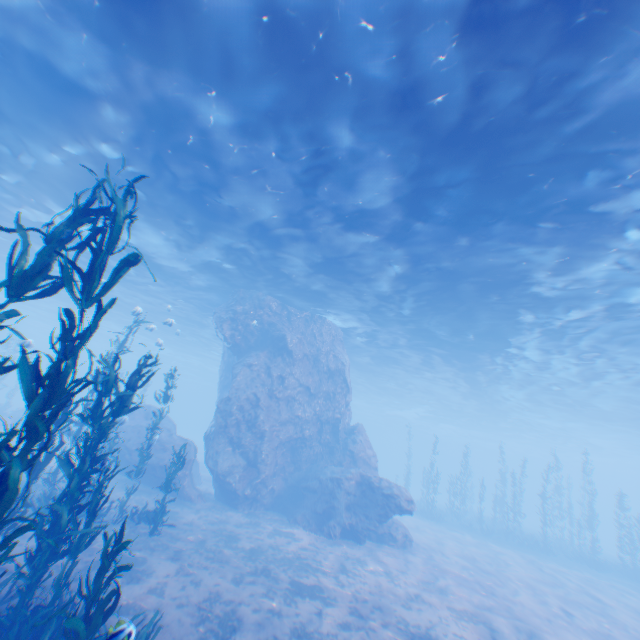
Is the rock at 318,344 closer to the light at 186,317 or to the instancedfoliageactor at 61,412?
the light at 186,317

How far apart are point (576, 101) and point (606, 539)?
73.7 meters

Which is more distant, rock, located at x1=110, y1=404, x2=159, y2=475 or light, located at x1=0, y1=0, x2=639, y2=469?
rock, located at x1=110, y1=404, x2=159, y2=475

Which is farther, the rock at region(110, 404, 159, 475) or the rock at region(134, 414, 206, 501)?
the rock at region(110, 404, 159, 475)

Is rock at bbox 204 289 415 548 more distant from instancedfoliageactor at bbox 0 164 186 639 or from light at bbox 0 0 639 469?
instancedfoliageactor at bbox 0 164 186 639

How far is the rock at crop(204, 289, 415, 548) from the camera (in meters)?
16.59

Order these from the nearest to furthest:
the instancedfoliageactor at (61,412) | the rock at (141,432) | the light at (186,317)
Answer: the instancedfoliageactor at (61,412) → the light at (186,317) → the rock at (141,432)
